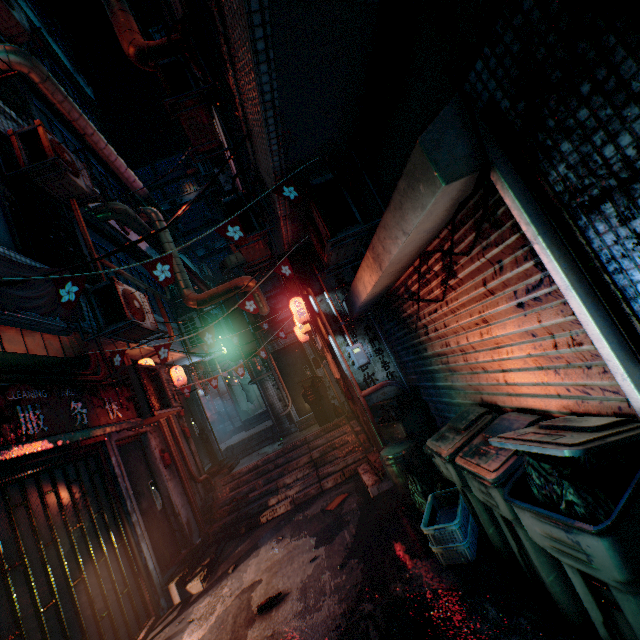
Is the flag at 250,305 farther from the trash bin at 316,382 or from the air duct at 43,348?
the trash bin at 316,382

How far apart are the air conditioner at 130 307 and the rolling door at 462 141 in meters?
2.7

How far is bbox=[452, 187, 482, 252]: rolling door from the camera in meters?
2.0

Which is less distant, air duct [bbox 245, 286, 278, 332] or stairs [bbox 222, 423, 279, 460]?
air duct [bbox 245, 286, 278, 332]

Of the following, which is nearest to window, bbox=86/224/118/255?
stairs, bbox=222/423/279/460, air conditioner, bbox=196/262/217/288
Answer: stairs, bbox=222/423/279/460

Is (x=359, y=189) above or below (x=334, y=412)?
above

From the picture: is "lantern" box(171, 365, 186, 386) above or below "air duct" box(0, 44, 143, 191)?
below

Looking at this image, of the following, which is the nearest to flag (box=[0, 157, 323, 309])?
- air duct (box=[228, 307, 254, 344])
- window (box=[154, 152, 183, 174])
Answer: air duct (box=[228, 307, 254, 344])
